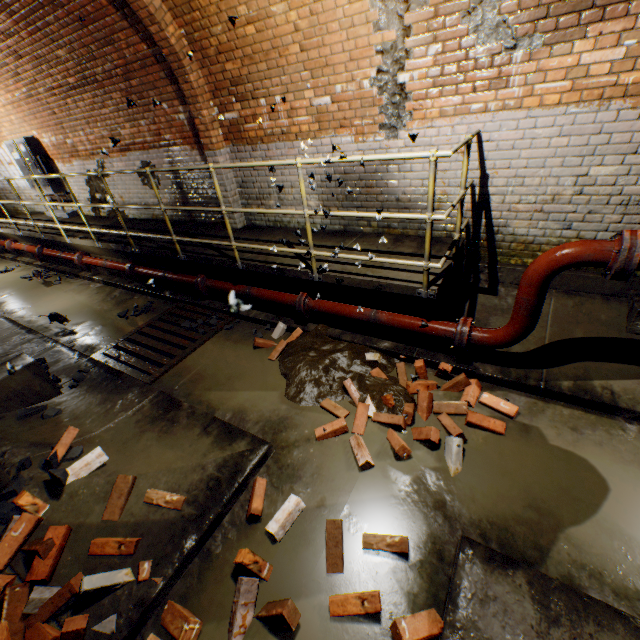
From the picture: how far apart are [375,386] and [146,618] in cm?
247

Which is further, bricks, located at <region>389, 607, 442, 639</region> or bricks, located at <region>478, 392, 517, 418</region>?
bricks, located at <region>478, 392, 517, 418</region>

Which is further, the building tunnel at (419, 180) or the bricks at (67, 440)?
the building tunnel at (419, 180)

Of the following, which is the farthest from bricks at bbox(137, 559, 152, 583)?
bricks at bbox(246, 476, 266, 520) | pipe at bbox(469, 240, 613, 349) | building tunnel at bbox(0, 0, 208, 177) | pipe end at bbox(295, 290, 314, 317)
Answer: pipe at bbox(469, 240, 613, 349)

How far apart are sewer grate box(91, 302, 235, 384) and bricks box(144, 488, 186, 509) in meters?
1.5

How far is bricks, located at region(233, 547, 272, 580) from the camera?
2.2m

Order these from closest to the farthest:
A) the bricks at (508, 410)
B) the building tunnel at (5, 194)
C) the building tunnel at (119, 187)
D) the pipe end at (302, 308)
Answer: the bricks at (508, 410) → the pipe end at (302, 308) → the building tunnel at (119, 187) → the building tunnel at (5, 194)

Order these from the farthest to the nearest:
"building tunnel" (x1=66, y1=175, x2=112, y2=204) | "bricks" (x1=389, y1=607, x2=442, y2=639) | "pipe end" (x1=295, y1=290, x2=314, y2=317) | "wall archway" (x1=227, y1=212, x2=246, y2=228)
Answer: "building tunnel" (x1=66, y1=175, x2=112, y2=204) < "wall archway" (x1=227, y1=212, x2=246, y2=228) < "pipe end" (x1=295, y1=290, x2=314, y2=317) < "bricks" (x1=389, y1=607, x2=442, y2=639)
